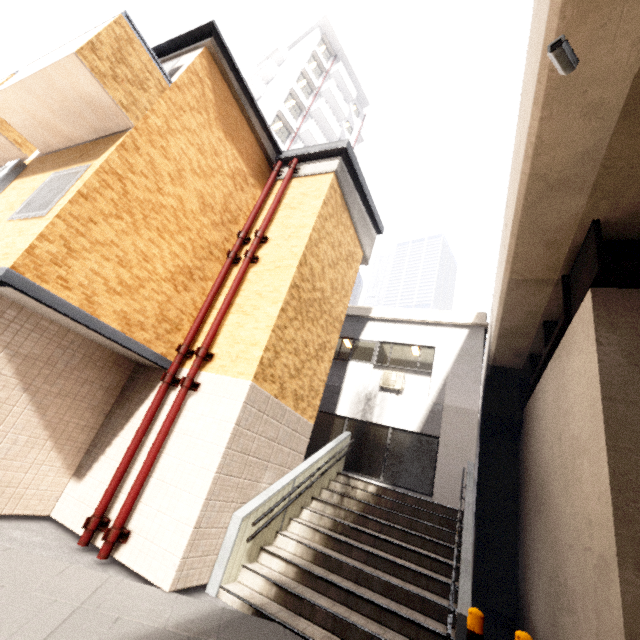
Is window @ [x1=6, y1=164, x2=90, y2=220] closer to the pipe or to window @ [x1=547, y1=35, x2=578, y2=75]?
the pipe

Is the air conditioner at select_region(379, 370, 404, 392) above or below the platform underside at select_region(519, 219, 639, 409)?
below

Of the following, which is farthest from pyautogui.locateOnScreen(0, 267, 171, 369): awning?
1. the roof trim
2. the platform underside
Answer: the roof trim

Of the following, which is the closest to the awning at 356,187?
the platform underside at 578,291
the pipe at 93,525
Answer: the pipe at 93,525

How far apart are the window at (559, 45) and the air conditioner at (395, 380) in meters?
8.5

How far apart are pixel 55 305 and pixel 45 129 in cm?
397

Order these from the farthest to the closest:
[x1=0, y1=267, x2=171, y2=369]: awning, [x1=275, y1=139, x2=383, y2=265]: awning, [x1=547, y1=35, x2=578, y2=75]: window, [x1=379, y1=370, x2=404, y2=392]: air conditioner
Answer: [x1=379, y1=370, x2=404, y2=392]: air conditioner < [x1=275, y1=139, x2=383, y2=265]: awning < [x1=0, y1=267, x2=171, y2=369]: awning < [x1=547, y1=35, x2=578, y2=75]: window

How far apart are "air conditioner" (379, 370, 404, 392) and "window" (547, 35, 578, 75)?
8.5m
